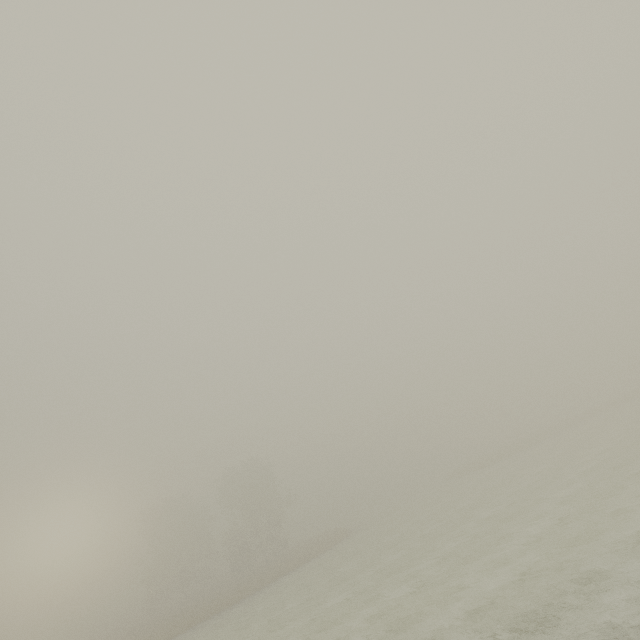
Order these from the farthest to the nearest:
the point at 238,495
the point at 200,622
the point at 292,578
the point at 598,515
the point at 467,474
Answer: the point at 238,495
the point at 467,474
the point at 292,578
the point at 200,622
the point at 598,515
